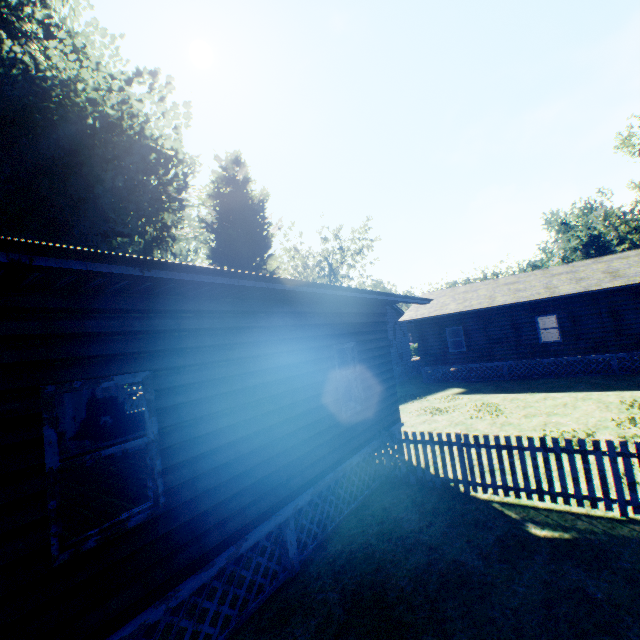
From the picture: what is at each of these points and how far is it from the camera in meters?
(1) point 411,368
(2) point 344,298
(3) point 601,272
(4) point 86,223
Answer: (1) fence, 26.3
(2) house, 5.7
(3) flat, 18.0
(4) plant, 15.7

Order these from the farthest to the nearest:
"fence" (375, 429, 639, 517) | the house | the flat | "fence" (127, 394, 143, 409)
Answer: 1. "fence" (127, 394, 143, 409)
2. the flat
3. "fence" (375, 429, 639, 517)
4. the house

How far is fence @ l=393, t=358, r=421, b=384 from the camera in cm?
2345

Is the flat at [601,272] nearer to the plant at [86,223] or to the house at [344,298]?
the plant at [86,223]

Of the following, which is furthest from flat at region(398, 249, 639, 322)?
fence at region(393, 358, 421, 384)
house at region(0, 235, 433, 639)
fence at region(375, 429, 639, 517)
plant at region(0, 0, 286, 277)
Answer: house at region(0, 235, 433, 639)

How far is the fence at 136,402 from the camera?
27.4 meters

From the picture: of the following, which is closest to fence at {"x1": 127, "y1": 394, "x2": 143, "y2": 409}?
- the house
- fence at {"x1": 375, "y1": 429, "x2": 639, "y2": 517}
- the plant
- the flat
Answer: the plant

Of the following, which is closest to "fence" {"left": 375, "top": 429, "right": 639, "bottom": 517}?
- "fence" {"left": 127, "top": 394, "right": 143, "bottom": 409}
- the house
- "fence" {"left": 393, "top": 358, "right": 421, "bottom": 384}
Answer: the house
